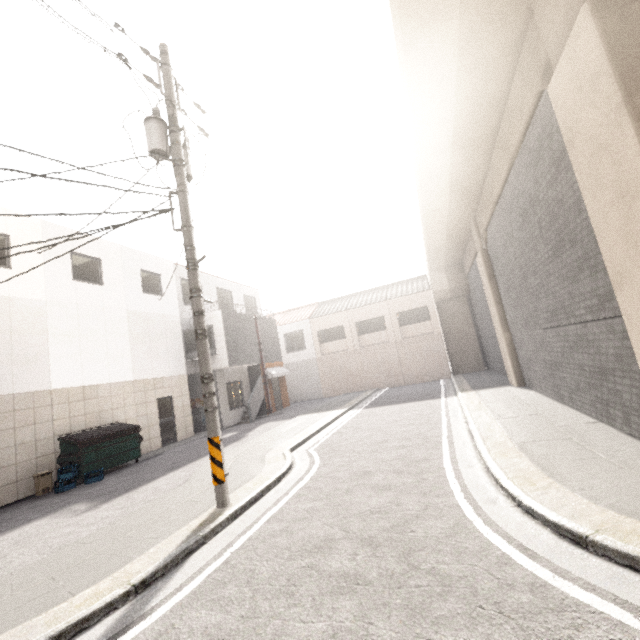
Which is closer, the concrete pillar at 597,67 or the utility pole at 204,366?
the concrete pillar at 597,67

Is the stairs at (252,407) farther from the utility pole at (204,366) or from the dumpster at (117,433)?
the utility pole at (204,366)

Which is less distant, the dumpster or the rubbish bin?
the rubbish bin

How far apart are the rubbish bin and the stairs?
8.8 meters

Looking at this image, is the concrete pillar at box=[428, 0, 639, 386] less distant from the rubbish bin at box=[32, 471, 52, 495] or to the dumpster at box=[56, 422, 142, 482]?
the dumpster at box=[56, 422, 142, 482]

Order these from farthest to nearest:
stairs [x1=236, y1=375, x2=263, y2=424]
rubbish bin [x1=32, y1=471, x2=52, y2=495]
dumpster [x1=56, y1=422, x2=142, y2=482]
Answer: stairs [x1=236, y1=375, x2=263, y2=424] → dumpster [x1=56, y1=422, x2=142, y2=482] → rubbish bin [x1=32, y1=471, x2=52, y2=495]

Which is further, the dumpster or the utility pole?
the dumpster

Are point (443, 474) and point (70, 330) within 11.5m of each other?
no
